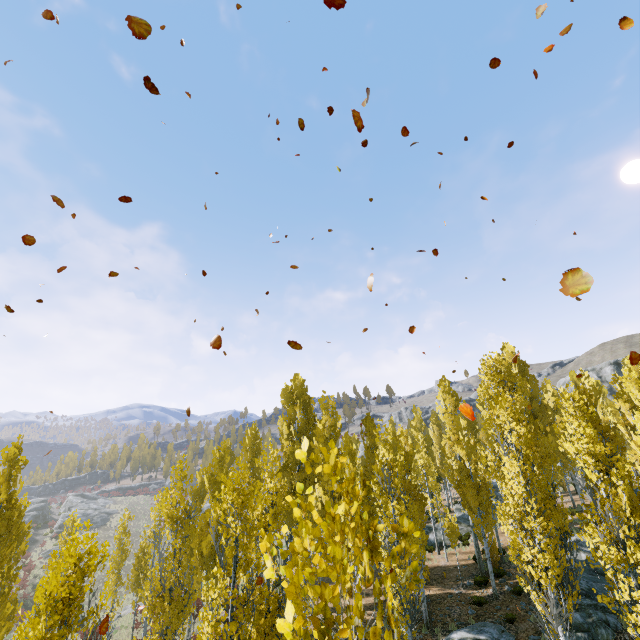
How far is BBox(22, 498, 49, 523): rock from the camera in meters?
49.5 m

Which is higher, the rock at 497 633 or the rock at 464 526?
the rock at 464 526

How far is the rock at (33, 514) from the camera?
49.5 meters

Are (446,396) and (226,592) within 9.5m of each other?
no

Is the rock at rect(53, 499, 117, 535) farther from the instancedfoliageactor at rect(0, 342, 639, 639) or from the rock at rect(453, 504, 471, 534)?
the rock at rect(453, 504, 471, 534)

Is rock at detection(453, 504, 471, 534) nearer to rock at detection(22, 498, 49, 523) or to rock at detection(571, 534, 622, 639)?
rock at detection(571, 534, 622, 639)

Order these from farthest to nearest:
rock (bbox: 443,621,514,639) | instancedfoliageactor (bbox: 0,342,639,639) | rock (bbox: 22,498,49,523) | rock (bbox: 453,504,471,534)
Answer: rock (bbox: 22,498,49,523)
rock (bbox: 453,504,471,534)
rock (bbox: 443,621,514,639)
instancedfoliageactor (bbox: 0,342,639,639)

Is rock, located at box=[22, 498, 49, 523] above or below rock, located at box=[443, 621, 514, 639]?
above
